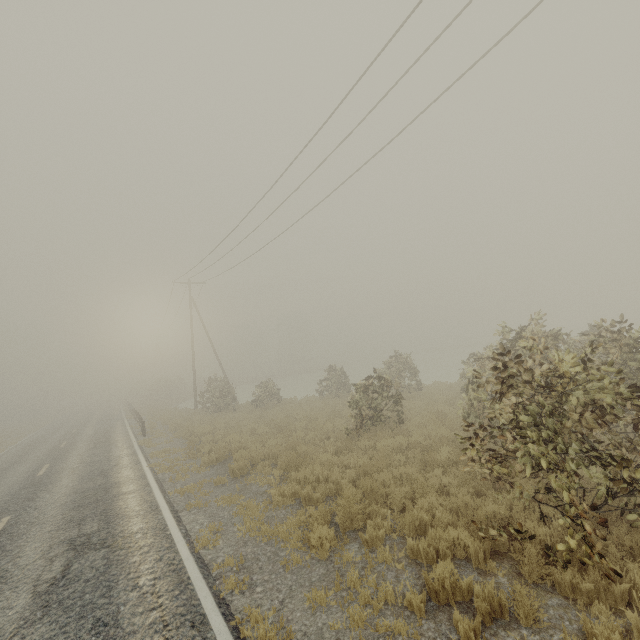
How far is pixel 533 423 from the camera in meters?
5.4

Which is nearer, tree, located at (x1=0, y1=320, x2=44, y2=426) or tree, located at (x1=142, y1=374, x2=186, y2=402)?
tree, located at (x1=142, y1=374, x2=186, y2=402)

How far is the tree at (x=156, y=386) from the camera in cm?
4671

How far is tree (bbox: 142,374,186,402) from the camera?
46.7m

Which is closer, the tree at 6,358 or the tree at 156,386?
the tree at 156,386
